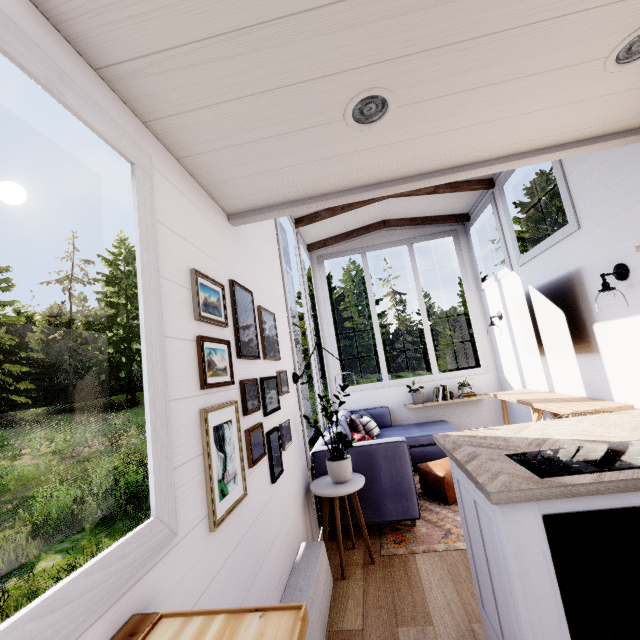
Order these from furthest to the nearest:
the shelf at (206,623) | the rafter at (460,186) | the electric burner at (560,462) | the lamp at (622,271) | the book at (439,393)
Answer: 1. the book at (439,393)
2. the rafter at (460,186)
3. the lamp at (622,271)
4. the electric burner at (560,462)
5. the shelf at (206,623)

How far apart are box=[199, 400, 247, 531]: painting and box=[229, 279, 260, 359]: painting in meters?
0.2

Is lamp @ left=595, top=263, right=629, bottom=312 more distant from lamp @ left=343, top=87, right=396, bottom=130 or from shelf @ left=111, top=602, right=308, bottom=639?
shelf @ left=111, top=602, right=308, bottom=639

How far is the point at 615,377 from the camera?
2.8 meters

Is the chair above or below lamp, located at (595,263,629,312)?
below

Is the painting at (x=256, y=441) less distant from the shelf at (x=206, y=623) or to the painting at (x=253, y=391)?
the painting at (x=253, y=391)

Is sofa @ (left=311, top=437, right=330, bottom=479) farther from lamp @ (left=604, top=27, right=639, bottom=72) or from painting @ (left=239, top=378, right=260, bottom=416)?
lamp @ (left=604, top=27, right=639, bottom=72)

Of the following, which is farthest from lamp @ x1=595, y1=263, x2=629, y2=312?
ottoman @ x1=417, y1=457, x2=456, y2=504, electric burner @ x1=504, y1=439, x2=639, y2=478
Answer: ottoman @ x1=417, y1=457, x2=456, y2=504
